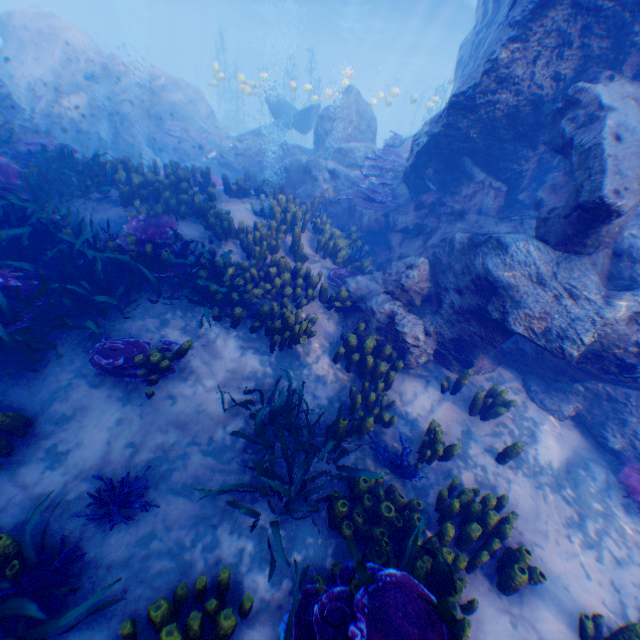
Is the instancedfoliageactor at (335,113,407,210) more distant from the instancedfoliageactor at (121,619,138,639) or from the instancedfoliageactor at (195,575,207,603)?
the instancedfoliageactor at (195,575,207,603)

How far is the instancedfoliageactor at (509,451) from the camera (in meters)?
5.02

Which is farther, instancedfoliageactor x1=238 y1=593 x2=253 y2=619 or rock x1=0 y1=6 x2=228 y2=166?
rock x1=0 y1=6 x2=228 y2=166

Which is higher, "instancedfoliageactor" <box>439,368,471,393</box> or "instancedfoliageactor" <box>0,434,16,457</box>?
"instancedfoliageactor" <box>439,368,471,393</box>

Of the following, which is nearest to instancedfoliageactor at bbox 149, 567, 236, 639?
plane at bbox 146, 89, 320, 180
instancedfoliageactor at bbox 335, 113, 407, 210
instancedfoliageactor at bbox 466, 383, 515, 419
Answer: instancedfoliageactor at bbox 466, 383, 515, 419

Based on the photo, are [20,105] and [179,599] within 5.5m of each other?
no

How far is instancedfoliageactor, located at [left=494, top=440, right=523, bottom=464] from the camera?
5.0m

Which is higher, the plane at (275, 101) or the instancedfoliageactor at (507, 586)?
the plane at (275, 101)
